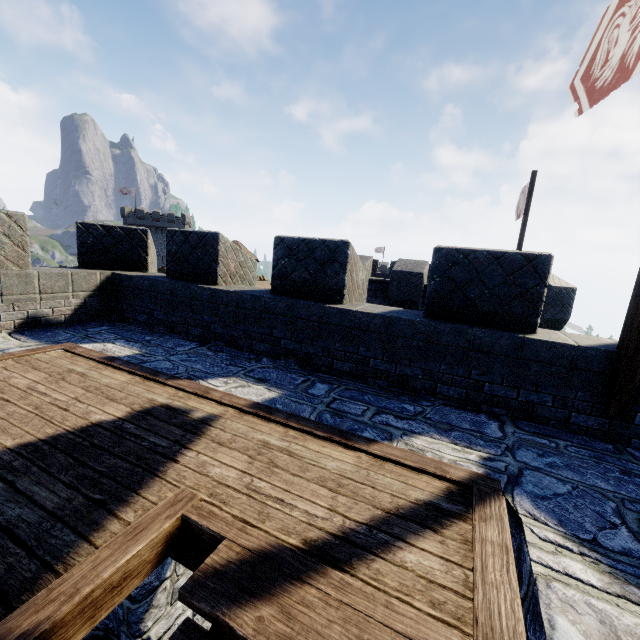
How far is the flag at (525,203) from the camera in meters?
12.5

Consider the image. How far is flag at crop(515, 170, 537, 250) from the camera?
12.49m

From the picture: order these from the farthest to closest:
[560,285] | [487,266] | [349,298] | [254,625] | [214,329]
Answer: [560,285]
[214,329]
[349,298]
[487,266]
[254,625]

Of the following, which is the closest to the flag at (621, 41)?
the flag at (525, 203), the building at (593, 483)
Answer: the building at (593, 483)

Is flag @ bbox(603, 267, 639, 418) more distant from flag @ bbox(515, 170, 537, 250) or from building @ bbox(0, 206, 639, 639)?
flag @ bbox(515, 170, 537, 250)

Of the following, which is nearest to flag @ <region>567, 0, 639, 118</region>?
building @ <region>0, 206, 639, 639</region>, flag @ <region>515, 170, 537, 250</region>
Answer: building @ <region>0, 206, 639, 639</region>

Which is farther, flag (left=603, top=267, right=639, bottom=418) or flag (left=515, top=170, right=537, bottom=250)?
flag (left=515, top=170, right=537, bottom=250)

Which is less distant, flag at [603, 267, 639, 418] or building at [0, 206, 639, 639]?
building at [0, 206, 639, 639]
